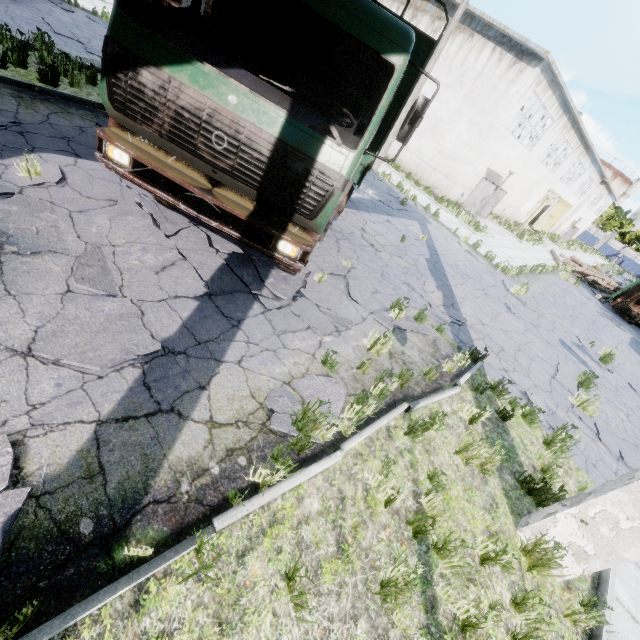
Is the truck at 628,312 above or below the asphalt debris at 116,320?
above

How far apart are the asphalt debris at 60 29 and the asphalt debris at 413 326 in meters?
11.8 m

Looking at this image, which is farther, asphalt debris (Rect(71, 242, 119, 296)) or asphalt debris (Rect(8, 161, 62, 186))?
asphalt debris (Rect(8, 161, 62, 186))

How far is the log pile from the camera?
23.5m

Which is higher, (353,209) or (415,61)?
(415,61)

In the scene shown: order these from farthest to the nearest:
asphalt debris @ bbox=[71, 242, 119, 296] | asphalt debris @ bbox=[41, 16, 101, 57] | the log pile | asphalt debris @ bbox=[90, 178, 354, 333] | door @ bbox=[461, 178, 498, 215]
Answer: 1. the log pile
2. door @ bbox=[461, 178, 498, 215]
3. asphalt debris @ bbox=[41, 16, 101, 57]
4. asphalt debris @ bbox=[90, 178, 354, 333]
5. asphalt debris @ bbox=[71, 242, 119, 296]

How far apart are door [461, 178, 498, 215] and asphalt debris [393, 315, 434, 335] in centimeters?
1887cm

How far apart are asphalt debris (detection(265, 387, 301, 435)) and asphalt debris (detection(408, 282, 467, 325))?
4.15m
